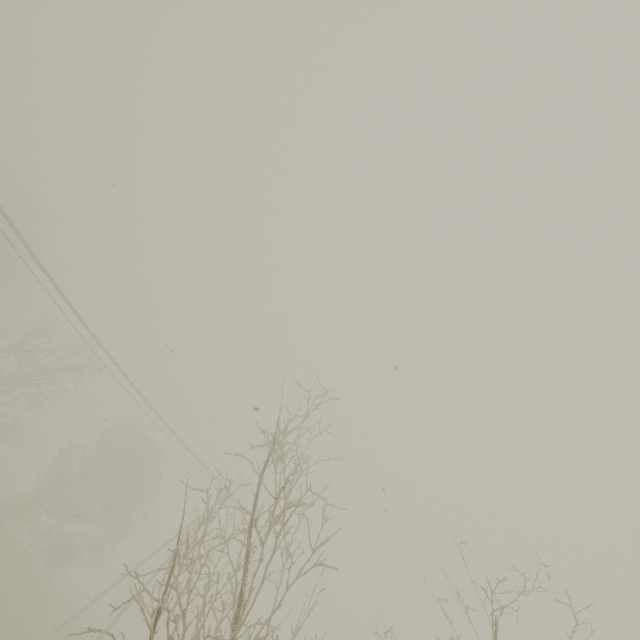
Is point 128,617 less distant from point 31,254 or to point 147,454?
point 147,454
